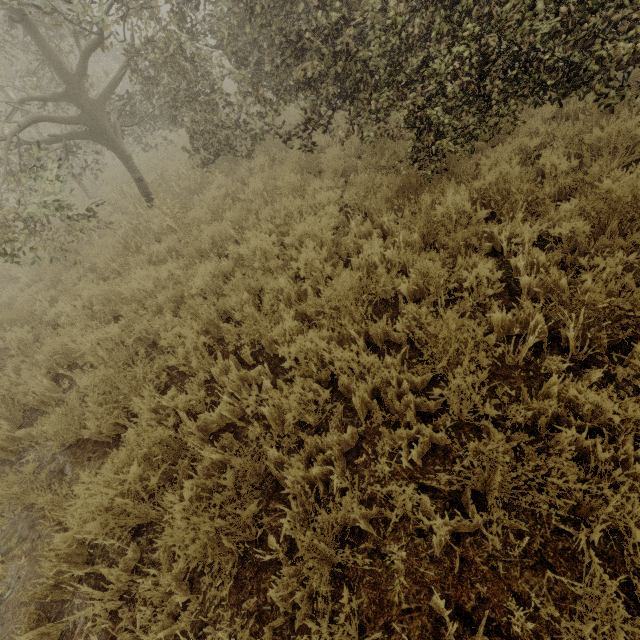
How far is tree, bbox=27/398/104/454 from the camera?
3.5 meters

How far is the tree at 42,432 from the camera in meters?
3.5

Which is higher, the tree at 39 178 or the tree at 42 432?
the tree at 39 178

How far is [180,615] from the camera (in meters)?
2.31

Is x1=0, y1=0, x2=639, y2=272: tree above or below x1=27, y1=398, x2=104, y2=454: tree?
above
